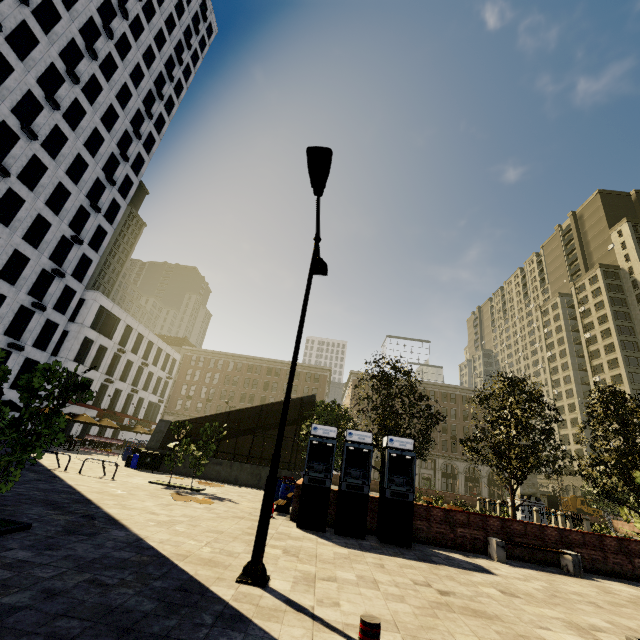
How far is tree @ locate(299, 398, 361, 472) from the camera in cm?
1712

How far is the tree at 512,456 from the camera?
14.2 meters

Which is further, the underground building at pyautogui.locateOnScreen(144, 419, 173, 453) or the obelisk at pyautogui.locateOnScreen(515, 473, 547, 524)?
the obelisk at pyautogui.locateOnScreen(515, 473, 547, 524)

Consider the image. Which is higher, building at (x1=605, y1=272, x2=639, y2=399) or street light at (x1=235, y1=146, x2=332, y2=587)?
building at (x1=605, y1=272, x2=639, y2=399)

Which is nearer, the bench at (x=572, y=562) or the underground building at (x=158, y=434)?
the bench at (x=572, y=562)

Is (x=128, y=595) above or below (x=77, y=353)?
below

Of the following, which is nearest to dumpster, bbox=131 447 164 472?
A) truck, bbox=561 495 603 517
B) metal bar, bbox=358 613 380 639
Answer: metal bar, bbox=358 613 380 639
